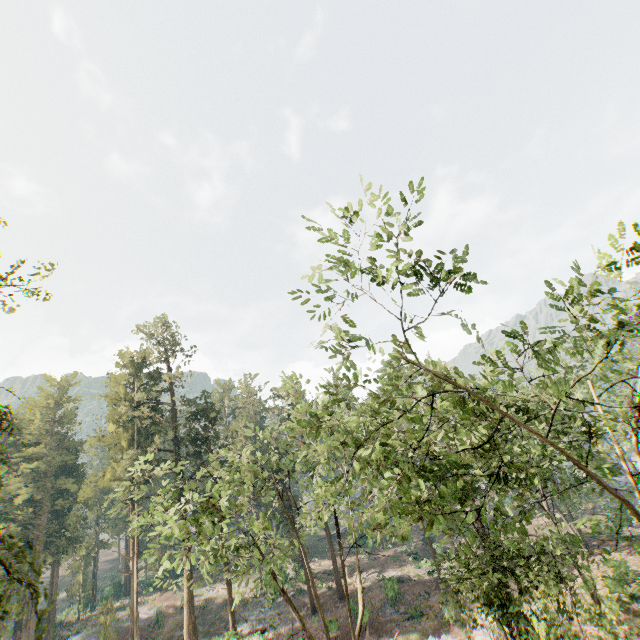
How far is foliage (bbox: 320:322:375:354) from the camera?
8.6m

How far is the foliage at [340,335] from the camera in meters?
8.6 m

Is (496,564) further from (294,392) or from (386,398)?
(294,392)
